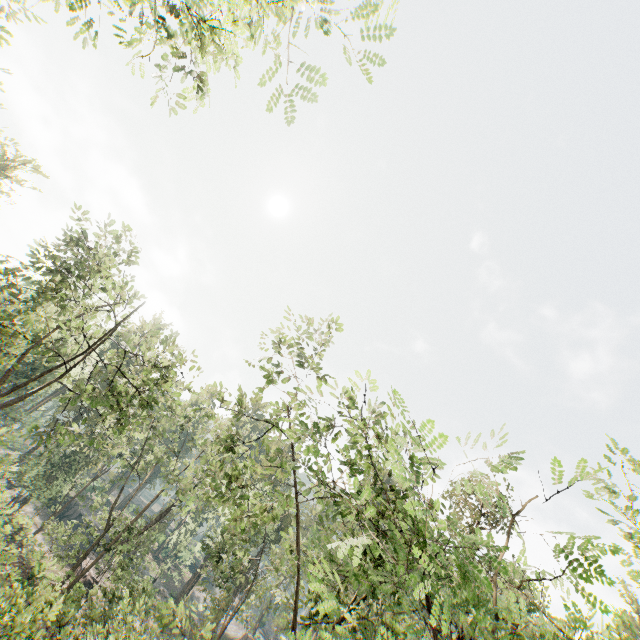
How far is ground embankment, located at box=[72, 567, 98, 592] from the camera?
28.75m

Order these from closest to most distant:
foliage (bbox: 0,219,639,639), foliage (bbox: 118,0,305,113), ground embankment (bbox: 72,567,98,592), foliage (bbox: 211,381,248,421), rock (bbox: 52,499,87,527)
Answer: foliage (bbox: 0,219,639,639) < foliage (bbox: 118,0,305,113) < foliage (bbox: 211,381,248,421) < ground embankment (bbox: 72,567,98,592) < rock (bbox: 52,499,87,527)

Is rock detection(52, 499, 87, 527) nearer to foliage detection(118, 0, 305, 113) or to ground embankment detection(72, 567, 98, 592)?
ground embankment detection(72, 567, 98, 592)

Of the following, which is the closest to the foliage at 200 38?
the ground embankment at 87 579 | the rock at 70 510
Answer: the ground embankment at 87 579

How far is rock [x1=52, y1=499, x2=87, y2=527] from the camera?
49.4m

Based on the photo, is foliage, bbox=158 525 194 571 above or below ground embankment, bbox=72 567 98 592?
above

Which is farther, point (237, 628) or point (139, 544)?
point (237, 628)

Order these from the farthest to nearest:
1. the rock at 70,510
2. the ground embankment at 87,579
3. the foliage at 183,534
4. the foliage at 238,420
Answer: the rock at 70,510
the foliage at 183,534
the ground embankment at 87,579
the foliage at 238,420
